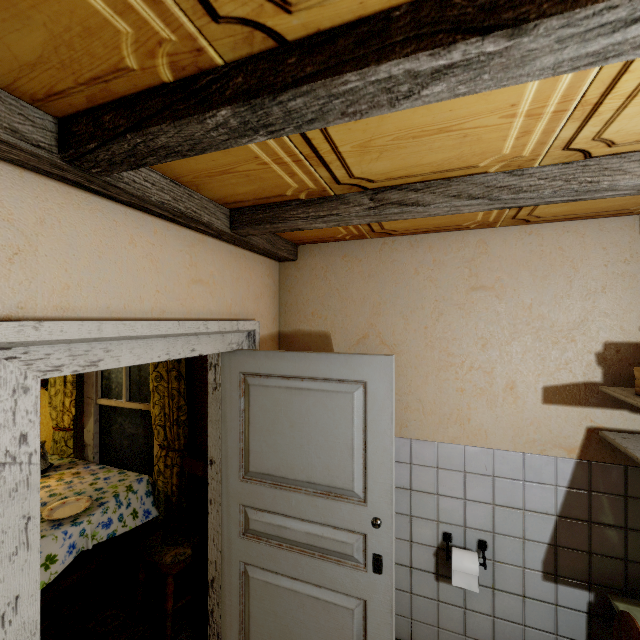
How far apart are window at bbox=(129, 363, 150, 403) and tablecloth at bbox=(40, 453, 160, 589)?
0.7 meters

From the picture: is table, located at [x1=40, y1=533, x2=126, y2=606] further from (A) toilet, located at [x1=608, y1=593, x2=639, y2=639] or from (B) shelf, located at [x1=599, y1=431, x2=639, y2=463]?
(B) shelf, located at [x1=599, y1=431, x2=639, y2=463]

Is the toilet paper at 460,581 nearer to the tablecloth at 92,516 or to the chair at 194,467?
the chair at 194,467

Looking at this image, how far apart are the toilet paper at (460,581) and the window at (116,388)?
2.8m

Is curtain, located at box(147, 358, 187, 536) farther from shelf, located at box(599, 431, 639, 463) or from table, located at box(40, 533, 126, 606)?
shelf, located at box(599, 431, 639, 463)

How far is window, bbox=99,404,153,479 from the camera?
3.2 meters

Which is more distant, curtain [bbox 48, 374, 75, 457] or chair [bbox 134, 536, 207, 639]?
curtain [bbox 48, 374, 75, 457]

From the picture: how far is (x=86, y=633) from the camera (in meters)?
2.36
